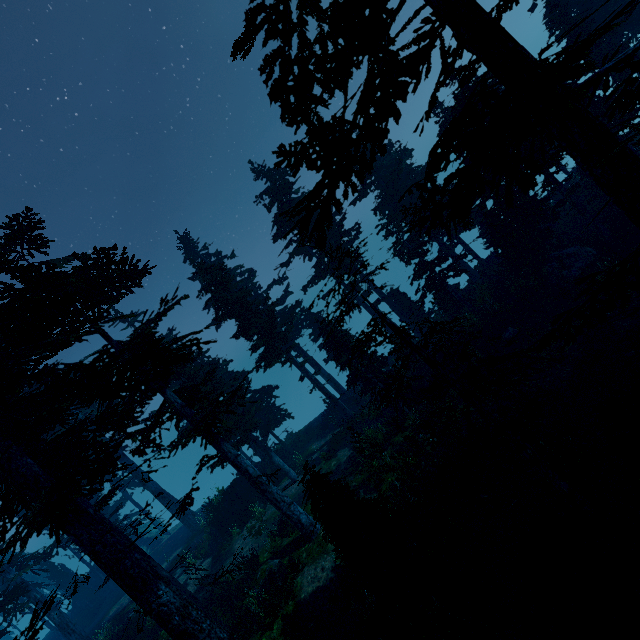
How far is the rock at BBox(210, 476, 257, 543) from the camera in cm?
2200

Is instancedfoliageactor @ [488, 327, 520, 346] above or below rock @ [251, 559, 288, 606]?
below

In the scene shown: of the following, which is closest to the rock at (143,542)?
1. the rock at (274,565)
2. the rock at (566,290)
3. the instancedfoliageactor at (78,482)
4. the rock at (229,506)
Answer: the instancedfoliageactor at (78,482)

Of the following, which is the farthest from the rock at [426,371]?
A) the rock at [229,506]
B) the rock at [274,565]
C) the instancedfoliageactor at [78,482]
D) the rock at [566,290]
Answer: the rock at [229,506]

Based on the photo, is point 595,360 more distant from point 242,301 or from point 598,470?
point 242,301

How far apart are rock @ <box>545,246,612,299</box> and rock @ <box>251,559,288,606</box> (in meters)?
19.35

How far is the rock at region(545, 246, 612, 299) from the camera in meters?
16.4

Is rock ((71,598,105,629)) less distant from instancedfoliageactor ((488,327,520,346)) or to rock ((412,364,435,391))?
instancedfoliageactor ((488,327,520,346))
